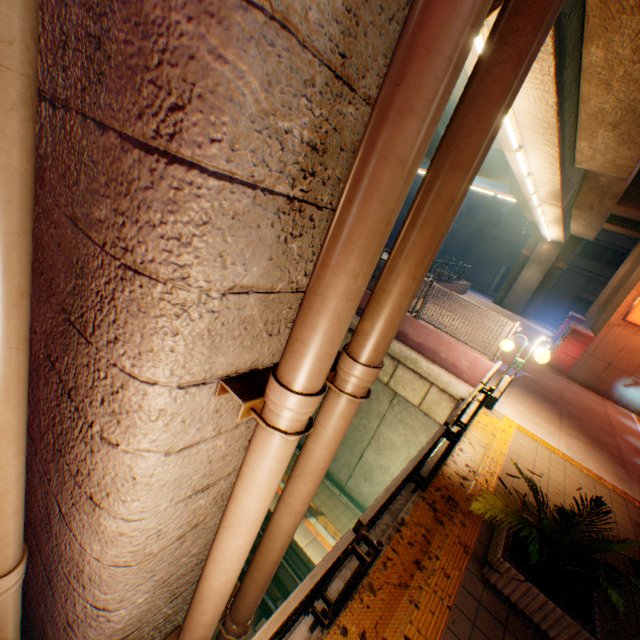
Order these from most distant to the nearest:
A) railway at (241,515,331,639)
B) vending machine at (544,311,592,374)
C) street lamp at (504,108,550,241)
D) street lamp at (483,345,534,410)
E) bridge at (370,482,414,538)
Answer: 1. vending machine at (544,311,592,374)
2. railway at (241,515,331,639)
3. street lamp at (483,345,534,410)
4. street lamp at (504,108,550,241)
5. bridge at (370,482,414,538)

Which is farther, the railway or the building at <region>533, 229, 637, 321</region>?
the building at <region>533, 229, 637, 321</region>

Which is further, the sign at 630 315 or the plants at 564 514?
the sign at 630 315

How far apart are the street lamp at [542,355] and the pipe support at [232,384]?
7.7 meters

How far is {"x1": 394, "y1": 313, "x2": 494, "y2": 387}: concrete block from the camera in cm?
902

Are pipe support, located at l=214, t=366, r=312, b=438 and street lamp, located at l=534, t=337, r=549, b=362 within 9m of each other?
yes

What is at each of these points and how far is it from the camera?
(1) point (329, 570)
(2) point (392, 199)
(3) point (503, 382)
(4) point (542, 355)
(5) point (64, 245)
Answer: (1) metal fence, 2.7m
(2) pipe, 1.0m
(3) street lamp, 8.1m
(4) street lamp, 7.2m
(5) overpass support, 1.4m

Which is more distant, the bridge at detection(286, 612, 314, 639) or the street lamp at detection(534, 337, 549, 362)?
the street lamp at detection(534, 337, 549, 362)
